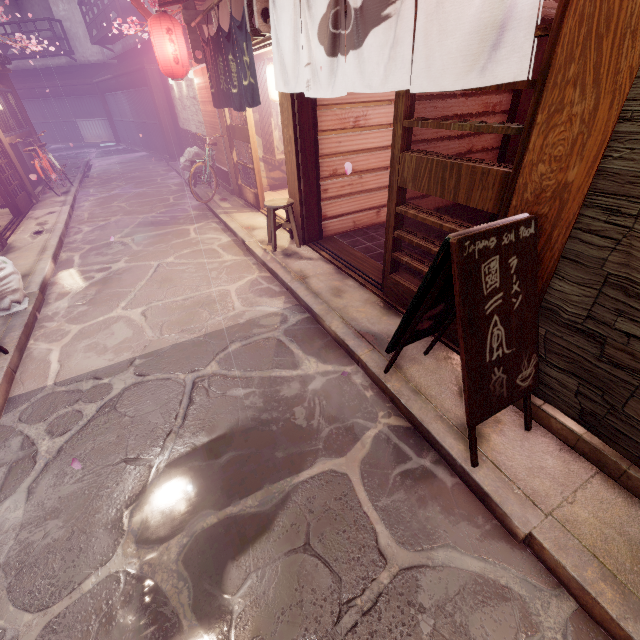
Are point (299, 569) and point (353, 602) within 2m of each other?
yes

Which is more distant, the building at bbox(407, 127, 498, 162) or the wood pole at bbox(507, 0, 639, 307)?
the building at bbox(407, 127, 498, 162)

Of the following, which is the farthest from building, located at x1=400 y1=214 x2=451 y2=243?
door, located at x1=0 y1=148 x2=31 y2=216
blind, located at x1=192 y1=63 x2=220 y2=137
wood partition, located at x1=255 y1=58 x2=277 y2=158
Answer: door, located at x1=0 y1=148 x2=31 y2=216

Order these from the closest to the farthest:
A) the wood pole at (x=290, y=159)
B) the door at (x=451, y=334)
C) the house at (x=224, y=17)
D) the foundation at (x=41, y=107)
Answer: the door at (x=451, y=334) → the wood pole at (x=290, y=159) → the house at (x=224, y=17) → the foundation at (x=41, y=107)

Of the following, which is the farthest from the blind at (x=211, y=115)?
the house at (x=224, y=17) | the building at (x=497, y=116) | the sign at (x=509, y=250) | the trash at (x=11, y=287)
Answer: the sign at (x=509, y=250)

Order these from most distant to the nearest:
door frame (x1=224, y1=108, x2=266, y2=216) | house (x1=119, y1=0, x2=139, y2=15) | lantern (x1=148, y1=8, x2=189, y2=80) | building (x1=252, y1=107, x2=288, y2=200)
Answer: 1. house (x1=119, y1=0, x2=139, y2=15)
2. building (x1=252, y1=107, x2=288, y2=200)
3. door frame (x1=224, y1=108, x2=266, y2=216)
4. lantern (x1=148, y1=8, x2=189, y2=80)

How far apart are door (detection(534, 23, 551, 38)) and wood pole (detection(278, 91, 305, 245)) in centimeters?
362cm

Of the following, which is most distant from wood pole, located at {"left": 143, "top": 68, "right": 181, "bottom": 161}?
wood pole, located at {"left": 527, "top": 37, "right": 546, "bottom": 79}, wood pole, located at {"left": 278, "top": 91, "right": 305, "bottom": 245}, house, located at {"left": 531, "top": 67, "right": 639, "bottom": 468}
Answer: house, located at {"left": 531, "top": 67, "right": 639, "bottom": 468}
